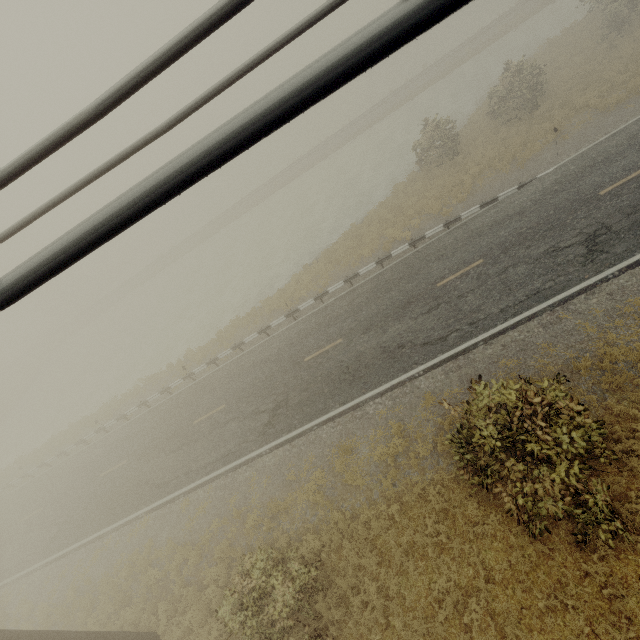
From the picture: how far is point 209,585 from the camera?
11.4 meters

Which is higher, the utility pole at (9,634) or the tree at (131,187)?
the tree at (131,187)

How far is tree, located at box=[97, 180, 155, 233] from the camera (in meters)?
0.88

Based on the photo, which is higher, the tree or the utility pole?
the tree

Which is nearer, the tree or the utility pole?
the tree

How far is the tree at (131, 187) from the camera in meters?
0.9 m
